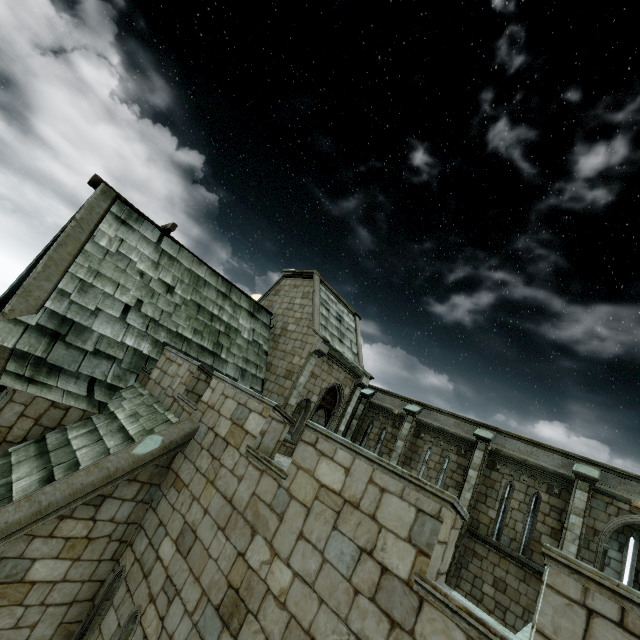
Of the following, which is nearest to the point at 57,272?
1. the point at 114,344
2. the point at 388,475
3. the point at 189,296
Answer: the point at 114,344
